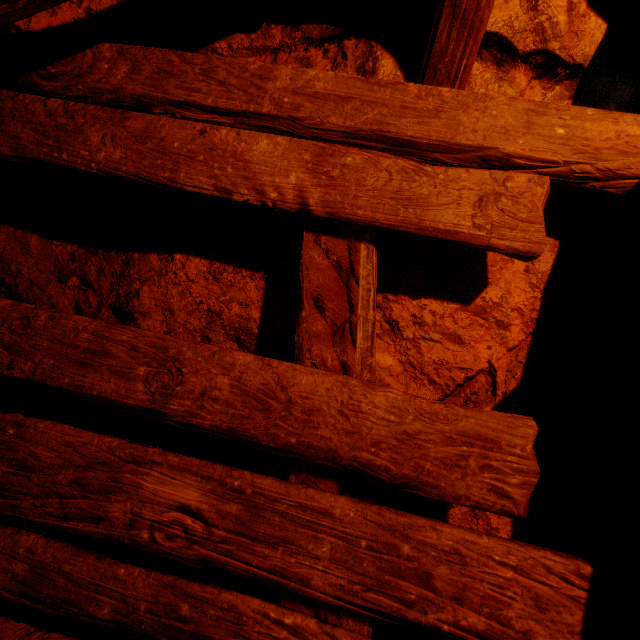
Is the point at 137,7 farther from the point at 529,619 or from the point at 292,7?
the point at 529,619
